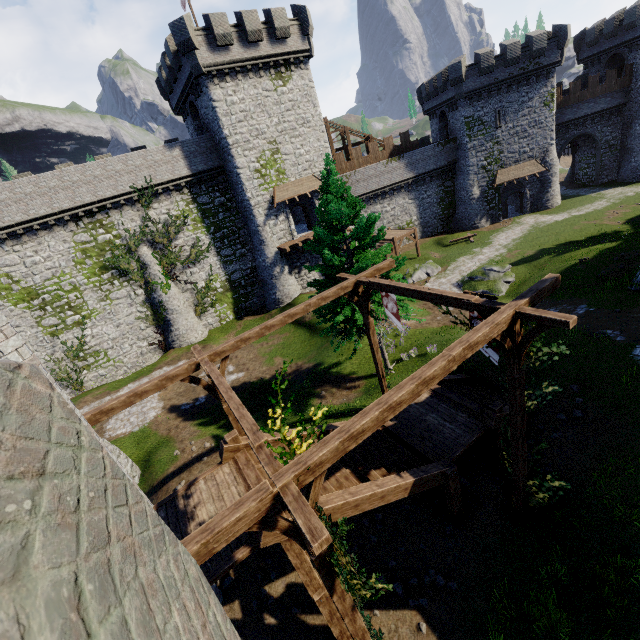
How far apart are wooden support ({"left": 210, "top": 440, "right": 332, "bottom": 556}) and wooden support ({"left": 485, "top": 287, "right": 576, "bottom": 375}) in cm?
368

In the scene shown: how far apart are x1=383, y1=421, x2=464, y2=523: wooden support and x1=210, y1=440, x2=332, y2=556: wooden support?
5.7 meters

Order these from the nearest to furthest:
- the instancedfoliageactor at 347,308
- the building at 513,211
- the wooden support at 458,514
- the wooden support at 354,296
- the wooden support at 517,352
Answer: the wooden support at 517,352 < the wooden support at 458,514 < the wooden support at 354,296 < the instancedfoliageactor at 347,308 < the building at 513,211

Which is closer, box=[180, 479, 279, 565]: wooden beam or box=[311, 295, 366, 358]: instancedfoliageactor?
box=[180, 479, 279, 565]: wooden beam

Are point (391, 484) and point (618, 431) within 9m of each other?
yes

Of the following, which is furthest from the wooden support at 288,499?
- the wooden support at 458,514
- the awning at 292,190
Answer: the awning at 292,190

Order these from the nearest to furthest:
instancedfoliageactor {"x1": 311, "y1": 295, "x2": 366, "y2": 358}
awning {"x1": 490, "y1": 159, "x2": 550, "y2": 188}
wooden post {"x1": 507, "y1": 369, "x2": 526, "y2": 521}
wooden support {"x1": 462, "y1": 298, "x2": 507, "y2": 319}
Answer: wooden support {"x1": 462, "y1": 298, "x2": 507, "y2": 319}
wooden post {"x1": 507, "y1": 369, "x2": 526, "y2": 521}
instancedfoliageactor {"x1": 311, "y1": 295, "x2": 366, "y2": 358}
awning {"x1": 490, "y1": 159, "x2": 550, "y2": 188}

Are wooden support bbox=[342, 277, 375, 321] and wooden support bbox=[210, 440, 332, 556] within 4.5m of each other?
no
